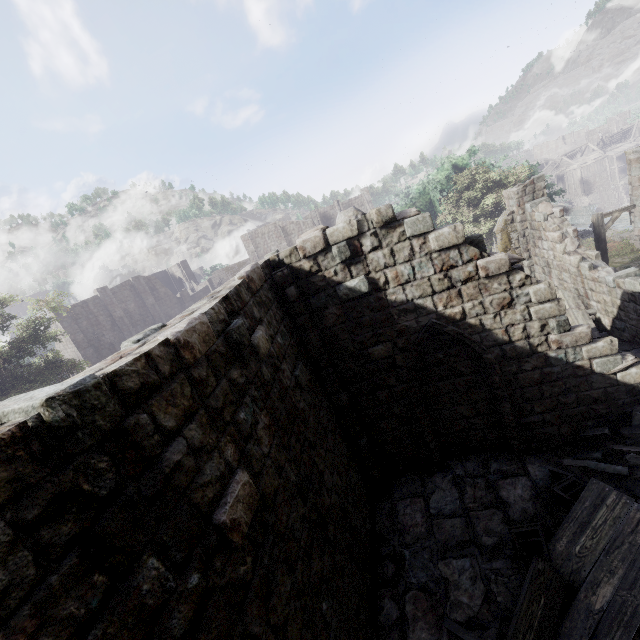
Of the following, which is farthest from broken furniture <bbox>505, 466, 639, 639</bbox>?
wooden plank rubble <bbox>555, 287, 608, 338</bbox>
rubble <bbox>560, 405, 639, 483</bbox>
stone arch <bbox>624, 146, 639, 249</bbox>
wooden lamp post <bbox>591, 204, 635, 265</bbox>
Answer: stone arch <bbox>624, 146, 639, 249</bbox>

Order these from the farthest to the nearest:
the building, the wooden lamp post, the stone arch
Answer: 1. the stone arch
2. the wooden lamp post
3. the building

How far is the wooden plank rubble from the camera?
11.1m

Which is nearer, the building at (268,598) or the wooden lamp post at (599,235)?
the building at (268,598)

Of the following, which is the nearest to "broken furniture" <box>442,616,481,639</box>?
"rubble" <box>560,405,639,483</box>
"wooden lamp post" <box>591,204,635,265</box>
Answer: "rubble" <box>560,405,639,483</box>

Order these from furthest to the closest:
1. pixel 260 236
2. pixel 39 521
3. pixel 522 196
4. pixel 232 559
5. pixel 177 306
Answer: pixel 260 236
pixel 177 306
pixel 522 196
pixel 232 559
pixel 39 521

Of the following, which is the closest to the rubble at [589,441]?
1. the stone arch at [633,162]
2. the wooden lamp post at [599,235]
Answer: the wooden lamp post at [599,235]

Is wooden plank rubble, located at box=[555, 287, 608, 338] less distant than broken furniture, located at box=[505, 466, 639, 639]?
No
